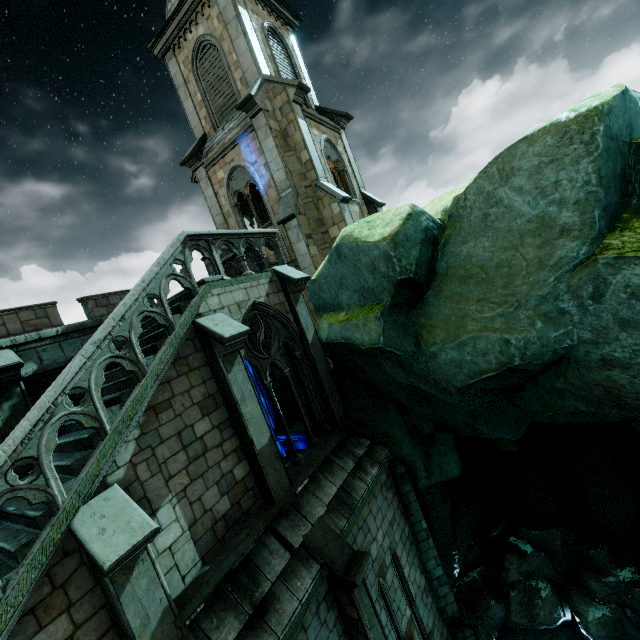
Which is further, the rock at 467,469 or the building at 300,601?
the building at 300,601

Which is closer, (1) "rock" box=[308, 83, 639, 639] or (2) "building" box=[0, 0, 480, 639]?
(1) "rock" box=[308, 83, 639, 639]

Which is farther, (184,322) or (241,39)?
(241,39)
